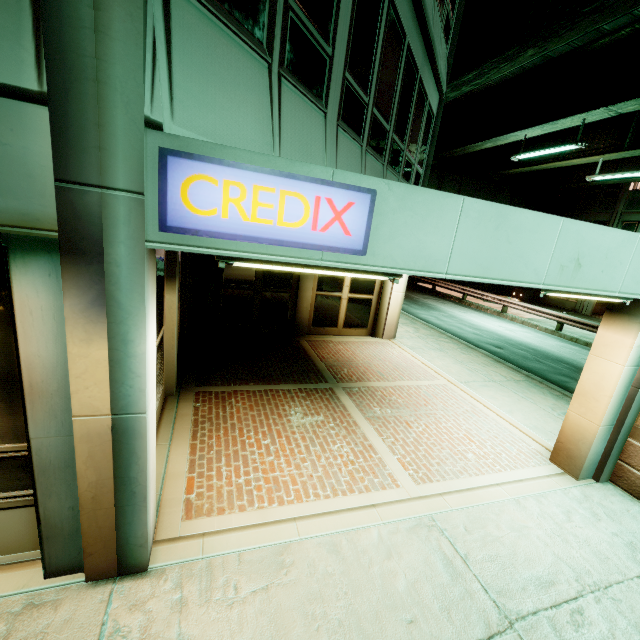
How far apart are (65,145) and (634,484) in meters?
7.9 m

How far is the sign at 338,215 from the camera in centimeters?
216cm

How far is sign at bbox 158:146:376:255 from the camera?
2.2 meters
